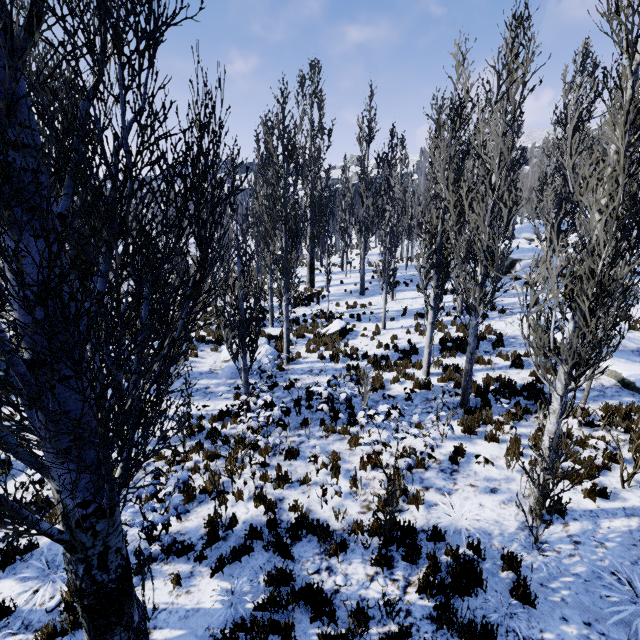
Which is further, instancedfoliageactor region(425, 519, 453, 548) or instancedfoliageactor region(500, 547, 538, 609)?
instancedfoliageactor region(425, 519, 453, 548)

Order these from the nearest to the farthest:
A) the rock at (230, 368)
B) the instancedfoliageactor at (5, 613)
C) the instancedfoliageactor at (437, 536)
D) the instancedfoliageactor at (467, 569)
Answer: the instancedfoliageactor at (467, 569), the instancedfoliageactor at (5, 613), the instancedfoliageactor at (437, 536), the rock at (230, 368)

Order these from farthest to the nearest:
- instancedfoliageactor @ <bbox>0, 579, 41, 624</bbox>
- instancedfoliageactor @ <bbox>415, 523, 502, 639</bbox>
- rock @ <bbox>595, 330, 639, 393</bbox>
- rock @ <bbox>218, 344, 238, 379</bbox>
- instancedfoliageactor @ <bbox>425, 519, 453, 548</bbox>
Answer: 1. rock @ <bbox>218, 344, 238, 379</bbox>
2. rock @ <bbox>595, 330, 639, 393</bbox>
3. instancedfoliageactor @ <bbox>425, 519, 453, 548</bbox>
4. instancedfoliageactor @ <bbox>0, 579, 41, 624</bbox>
5. instancedfoliageactor @ <bbox>415, 523, 502, 639</bbox>

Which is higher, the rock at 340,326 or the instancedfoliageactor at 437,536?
the rock at 340,326

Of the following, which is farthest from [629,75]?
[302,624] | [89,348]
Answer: [89,348]

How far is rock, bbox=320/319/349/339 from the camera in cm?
1598

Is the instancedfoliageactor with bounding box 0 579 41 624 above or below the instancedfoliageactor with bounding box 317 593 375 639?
below
